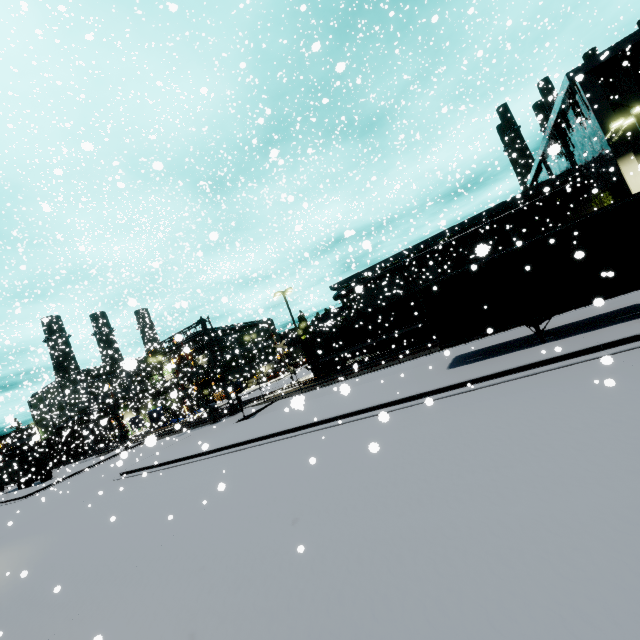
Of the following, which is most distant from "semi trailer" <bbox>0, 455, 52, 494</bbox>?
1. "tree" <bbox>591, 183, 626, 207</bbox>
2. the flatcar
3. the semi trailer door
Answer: "tree" <bbox>591, 183, 626, 207</bbox>

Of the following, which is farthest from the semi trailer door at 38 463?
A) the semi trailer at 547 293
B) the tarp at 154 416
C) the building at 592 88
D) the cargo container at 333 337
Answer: the building at 592 88

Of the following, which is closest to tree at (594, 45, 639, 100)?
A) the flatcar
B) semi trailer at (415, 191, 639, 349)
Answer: semi trailer at (415, 191, 639, 349)

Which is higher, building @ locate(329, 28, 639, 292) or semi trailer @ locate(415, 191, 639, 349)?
building @ locate(329, 28, 639, 292)

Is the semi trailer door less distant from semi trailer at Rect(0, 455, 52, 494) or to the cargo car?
semi trailer at Rect(0, 455, 52, 494)

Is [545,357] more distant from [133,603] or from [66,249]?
[66,249]

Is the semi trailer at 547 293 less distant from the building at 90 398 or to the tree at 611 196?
the building at 90 398

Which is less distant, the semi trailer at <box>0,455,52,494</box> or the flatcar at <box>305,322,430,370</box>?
the flatcar at <box>305,322,430,370</box>
